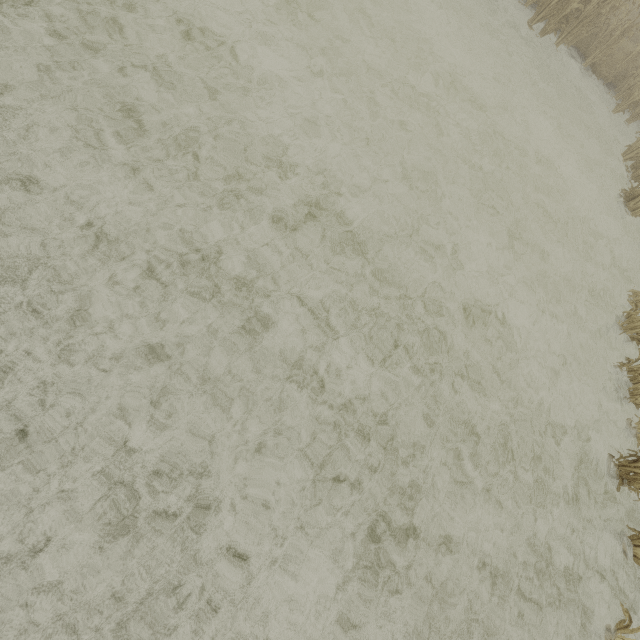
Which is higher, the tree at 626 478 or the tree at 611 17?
the tree at 611 17

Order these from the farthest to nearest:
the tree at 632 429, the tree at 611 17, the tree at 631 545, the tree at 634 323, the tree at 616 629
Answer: the tree at 611 17
the tree at 634 323
the tree at 632 429
the tree at 631 545
the tree at 616 629

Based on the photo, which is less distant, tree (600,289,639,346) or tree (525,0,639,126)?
tree (600,289,639,346)

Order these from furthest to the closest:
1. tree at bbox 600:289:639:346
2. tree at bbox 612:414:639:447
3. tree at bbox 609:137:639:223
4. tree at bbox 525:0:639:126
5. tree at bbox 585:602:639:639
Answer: tree at bbox 525:0:639:126, tree at bbox 609:137:639:223, tree at bbox 600:289:639:346, tree at bbox 612:414:639:447, tree at bbox 585:602:639:639

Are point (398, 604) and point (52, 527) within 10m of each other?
A: yes

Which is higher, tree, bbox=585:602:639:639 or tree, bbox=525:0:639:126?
tree, bbox=525:0:639:126

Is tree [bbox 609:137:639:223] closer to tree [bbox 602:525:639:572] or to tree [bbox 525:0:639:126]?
tree [bbox 525:0:639:126]
